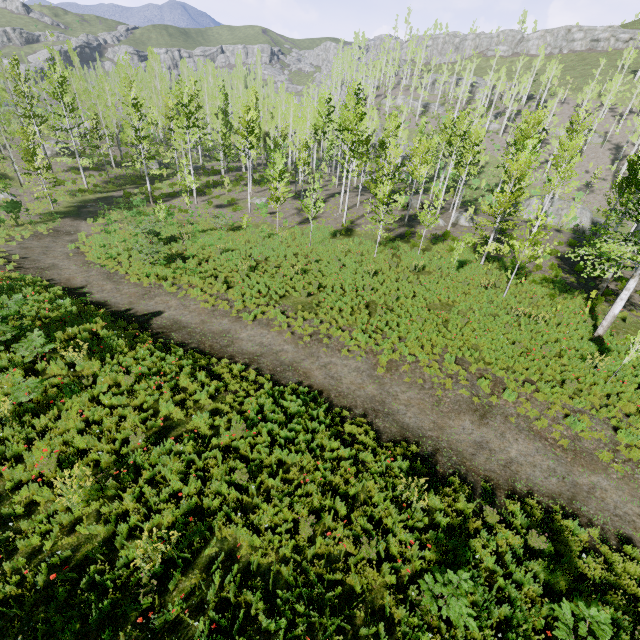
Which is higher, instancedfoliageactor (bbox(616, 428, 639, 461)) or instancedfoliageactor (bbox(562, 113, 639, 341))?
instancedfoliageactor (bbox(562, 113, 639, 341))

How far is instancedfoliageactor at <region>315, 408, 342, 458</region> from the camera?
8.83m

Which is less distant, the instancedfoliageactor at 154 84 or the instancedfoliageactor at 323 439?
the instancedfoliageactor at 323 439

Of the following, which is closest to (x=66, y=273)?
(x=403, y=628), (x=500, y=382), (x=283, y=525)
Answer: (x=283, y=525)
